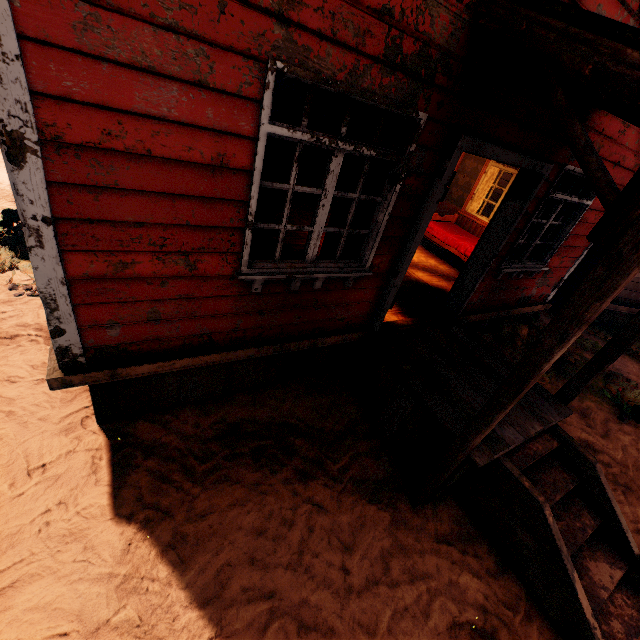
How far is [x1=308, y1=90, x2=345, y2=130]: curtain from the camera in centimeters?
239cm

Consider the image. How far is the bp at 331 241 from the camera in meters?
4.7 m

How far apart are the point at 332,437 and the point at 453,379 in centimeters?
160cm

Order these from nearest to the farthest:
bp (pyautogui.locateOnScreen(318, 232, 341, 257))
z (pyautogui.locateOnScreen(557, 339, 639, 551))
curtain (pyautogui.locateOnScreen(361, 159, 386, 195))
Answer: curtain (pyautogui.locateOnScreen(361, 159, 386, 195))
z (pyautogui.locateOnScreen(557, 339, 639, 551))
bp (pyautogui.locateOnScreen(318, 232, 341, 257))

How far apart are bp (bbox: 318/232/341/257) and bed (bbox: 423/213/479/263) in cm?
311

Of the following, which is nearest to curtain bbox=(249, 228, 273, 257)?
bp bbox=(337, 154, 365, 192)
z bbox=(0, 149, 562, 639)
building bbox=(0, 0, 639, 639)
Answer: building bbox=(0, 0, 639, 639)

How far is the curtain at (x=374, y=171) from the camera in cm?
294
